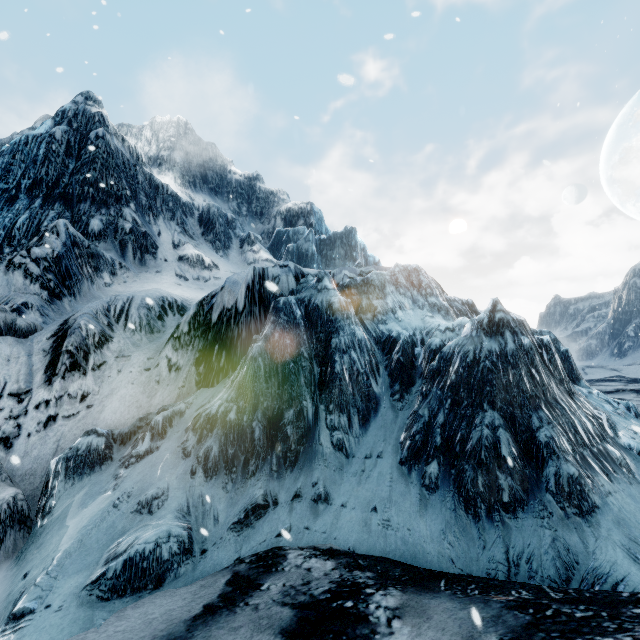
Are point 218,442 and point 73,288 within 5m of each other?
Result: no
